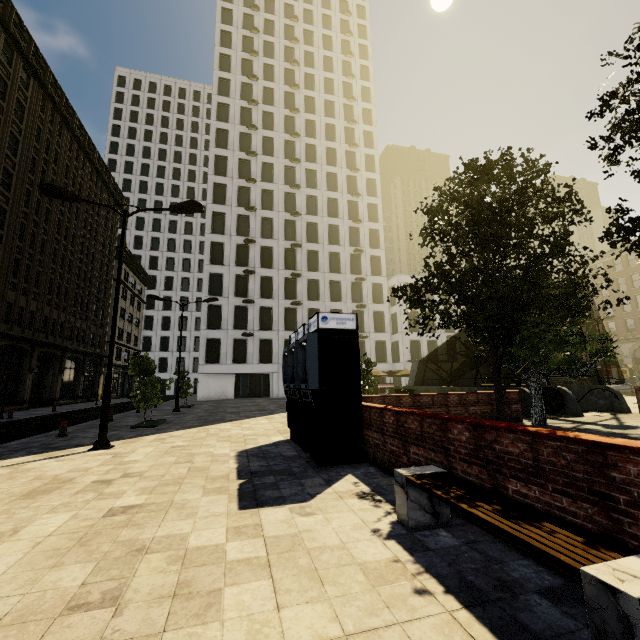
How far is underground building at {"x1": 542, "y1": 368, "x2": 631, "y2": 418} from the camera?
14.6m

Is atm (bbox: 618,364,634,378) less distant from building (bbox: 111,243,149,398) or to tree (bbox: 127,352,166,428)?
building (bbox: 111,243,149,398)

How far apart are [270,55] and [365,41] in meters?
16.6

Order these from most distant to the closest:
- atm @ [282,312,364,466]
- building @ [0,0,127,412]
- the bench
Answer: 1. building @ [0,0,127,412]
2. atm @ [282,312,364,466]
3. the bench

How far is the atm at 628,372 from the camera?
43.44m

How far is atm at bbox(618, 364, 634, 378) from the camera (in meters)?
43.44

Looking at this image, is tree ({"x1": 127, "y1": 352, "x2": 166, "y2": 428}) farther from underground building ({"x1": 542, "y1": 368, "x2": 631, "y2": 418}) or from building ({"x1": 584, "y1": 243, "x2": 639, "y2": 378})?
building ({"x1": 584, "y1": 243, "x2": 639, "y2": 378})

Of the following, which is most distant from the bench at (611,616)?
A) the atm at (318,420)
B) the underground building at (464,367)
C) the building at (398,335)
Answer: the building at (398,335)
